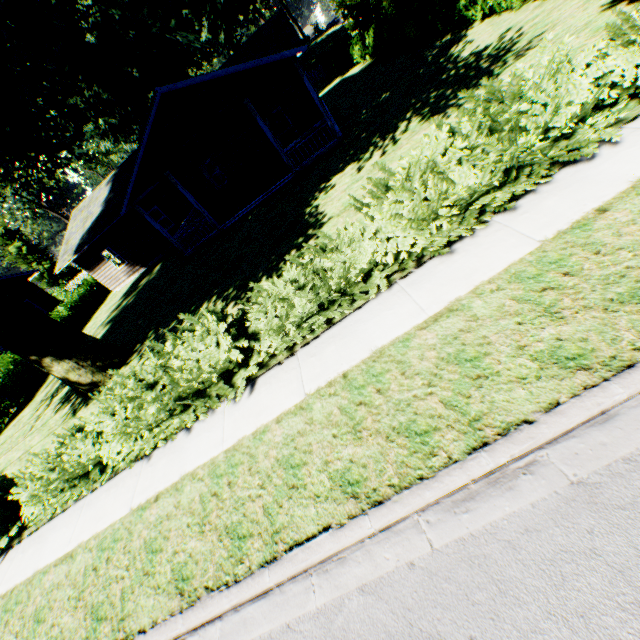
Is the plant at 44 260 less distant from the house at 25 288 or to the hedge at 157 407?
the house at 25 288

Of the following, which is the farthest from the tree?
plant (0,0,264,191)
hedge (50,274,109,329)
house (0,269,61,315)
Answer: house (0,269,61,315)

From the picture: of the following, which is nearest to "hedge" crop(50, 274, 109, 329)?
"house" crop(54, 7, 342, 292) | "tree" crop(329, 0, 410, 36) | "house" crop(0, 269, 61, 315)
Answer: "house" crop(0, 269, 61, 315)

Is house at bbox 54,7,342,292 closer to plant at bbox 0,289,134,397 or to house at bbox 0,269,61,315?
plant at bbox 0,289,134,397

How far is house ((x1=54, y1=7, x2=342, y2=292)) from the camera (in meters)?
13.34

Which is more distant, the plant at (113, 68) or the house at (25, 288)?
the house at (25, 288)

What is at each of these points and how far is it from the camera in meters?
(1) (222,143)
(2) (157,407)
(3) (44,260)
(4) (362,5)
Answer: (1) house, 18.8
(2) hedge, 5.8
(3) plant, 54.1
(4) tree, 22.4

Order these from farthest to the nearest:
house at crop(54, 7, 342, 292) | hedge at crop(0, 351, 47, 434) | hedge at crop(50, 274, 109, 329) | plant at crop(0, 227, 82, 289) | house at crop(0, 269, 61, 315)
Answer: plant at crop(0, 227, 82, 289) → house at crop(0, 269, 61, 315) → hedge at crop(50, 274, 109, 329) → hedge at crop(0, 351, 47, 434) → house at crop(54, 7, 342, 292)
